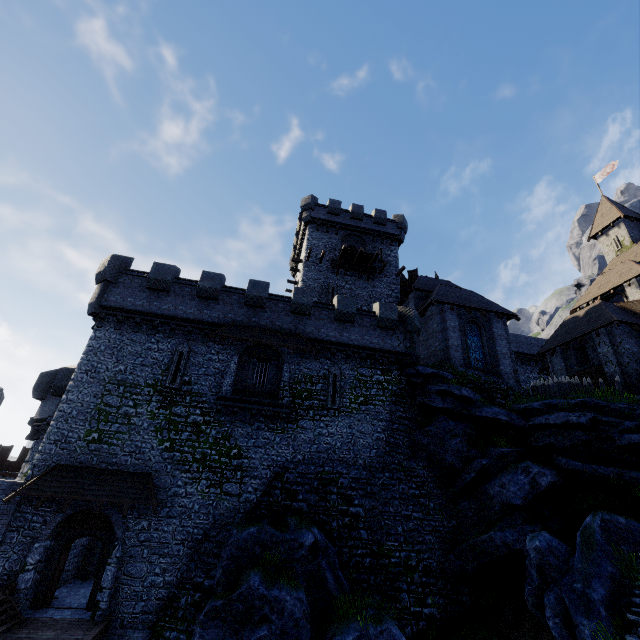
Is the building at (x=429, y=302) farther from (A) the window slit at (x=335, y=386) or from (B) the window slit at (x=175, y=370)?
(B) the window slit at (x=175, y=370)

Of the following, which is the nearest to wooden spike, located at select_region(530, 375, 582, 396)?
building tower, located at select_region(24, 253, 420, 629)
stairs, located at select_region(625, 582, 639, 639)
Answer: building tower, located at select_region(24, 253, 420, 629)

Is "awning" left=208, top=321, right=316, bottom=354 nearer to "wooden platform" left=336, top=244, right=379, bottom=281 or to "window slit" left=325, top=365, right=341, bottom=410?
"window slit" left=325, top=365, right=341, bottom=410

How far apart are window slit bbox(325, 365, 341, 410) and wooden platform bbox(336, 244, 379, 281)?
12.27m

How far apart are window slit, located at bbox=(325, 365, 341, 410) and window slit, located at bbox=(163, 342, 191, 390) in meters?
8.3 m

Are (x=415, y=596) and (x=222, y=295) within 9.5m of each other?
no

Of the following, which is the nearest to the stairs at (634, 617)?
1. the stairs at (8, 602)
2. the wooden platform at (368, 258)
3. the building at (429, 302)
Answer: the stairs at (8, 602)

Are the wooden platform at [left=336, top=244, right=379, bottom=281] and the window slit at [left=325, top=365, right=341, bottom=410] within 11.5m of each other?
no
